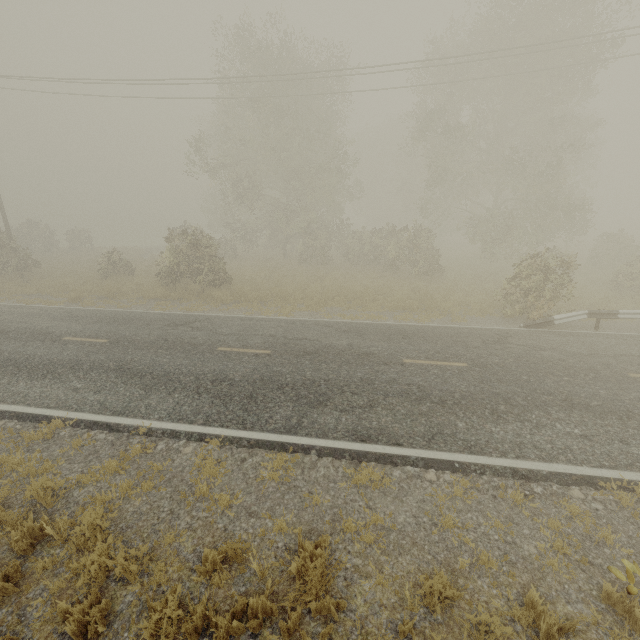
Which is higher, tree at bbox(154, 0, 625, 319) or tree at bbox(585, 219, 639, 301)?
tree at bbox(154, 0, 625, 319)

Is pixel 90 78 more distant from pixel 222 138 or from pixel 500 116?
pixel 500 116

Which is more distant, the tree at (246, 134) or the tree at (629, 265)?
the tree at (246, 134)

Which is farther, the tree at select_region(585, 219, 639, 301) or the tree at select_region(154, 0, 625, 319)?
the tree at select_region(154, 0, 625, 319)

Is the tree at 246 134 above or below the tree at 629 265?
above
